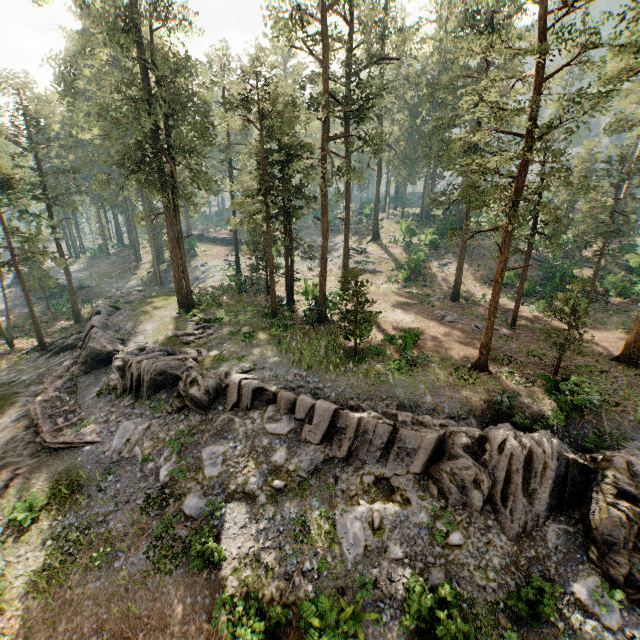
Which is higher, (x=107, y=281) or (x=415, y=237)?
(x=415, y=237)

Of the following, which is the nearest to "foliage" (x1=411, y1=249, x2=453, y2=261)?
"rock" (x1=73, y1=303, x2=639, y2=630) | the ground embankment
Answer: "rock" (x1=73, y1=303, x2=639, y2=630)

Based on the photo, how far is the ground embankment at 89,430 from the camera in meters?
18.4 m

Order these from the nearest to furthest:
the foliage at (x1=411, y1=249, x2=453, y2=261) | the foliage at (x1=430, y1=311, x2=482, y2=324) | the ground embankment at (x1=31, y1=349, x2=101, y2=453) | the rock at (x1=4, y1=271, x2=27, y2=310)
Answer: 1. the ground embankment at (x1=31, y1=349, x2=101, y2=453)
2. the foliage at (x1=430, y1=311, x2=482, y2=324)
3. the foliage at (x1=411, y1=249, x2=453, y2=261)
4. the rock at (x1=4, y1=271, x2=27, y2=310)

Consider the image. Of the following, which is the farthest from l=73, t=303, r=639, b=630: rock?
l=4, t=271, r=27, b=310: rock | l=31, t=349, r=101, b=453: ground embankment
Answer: l=4, t=271, r=27, b=310: rock

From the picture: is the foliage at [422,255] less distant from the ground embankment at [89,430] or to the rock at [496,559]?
the rock at [496,559]

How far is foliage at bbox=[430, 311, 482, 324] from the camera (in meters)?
28.06

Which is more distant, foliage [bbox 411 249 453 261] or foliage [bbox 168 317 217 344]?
foliage [bbox 411 249 453 261]
